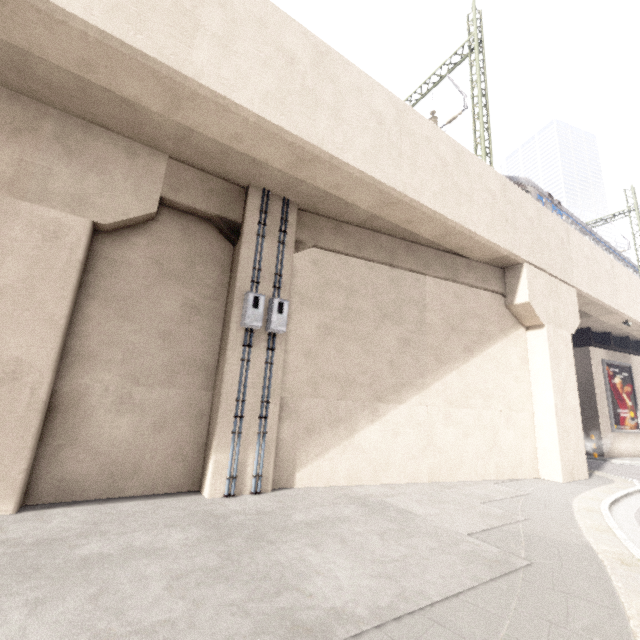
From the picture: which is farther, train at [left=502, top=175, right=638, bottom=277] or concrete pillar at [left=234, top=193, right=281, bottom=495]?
train at [left=502, top=175, right=638, bottom=277]

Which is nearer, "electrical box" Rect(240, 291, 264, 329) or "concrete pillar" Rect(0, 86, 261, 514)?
"concrete pillar" Rect(0, 86, 261, 514)

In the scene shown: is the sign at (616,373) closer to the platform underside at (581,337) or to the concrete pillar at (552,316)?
the platform underside at (581,337)

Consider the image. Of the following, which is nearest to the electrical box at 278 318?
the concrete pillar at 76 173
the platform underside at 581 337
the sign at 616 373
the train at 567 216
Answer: the concrete pillar at 76 173

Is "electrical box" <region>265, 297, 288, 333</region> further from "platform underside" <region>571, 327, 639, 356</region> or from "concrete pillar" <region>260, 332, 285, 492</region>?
"platform underside" <region>571, 327, 639, 356</region>

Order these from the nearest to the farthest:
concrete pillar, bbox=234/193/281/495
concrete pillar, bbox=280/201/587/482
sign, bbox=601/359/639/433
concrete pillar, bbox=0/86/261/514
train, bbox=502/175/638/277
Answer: concrete pillar, bbox=0/86/261/514 → concrete pillar, bbox=234/193/281/495 → concrete pillar, bbox=280/201/587/482 → train, bbox=502/175/638/277 → sign, bbox=601/359/639/433

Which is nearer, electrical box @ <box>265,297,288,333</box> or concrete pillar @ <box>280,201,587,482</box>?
electrical box @ <box>265,297,288,333</box>

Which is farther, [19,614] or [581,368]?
[581,368]
